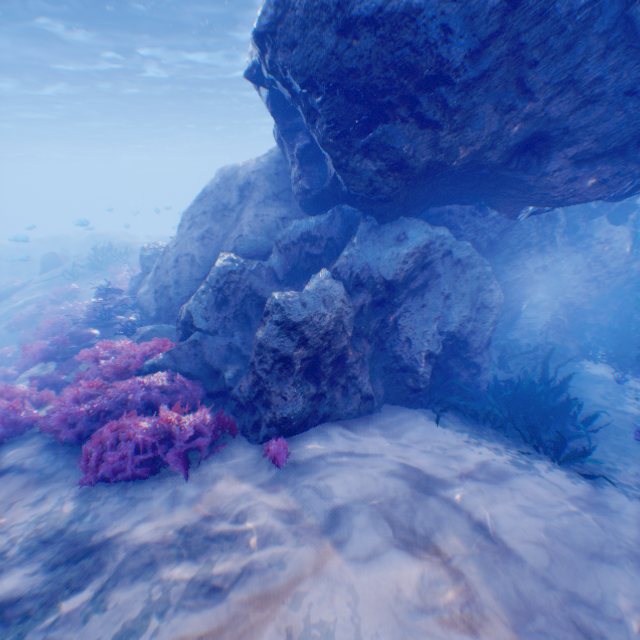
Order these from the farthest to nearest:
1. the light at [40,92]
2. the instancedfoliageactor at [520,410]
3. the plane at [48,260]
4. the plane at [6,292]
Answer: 1. the plane at [48,260]
2. the plane at [6,292]
3. the light at [40,92]
4. the instancedfoliageactor at [520,410]

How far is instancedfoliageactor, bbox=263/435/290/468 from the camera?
4.46m

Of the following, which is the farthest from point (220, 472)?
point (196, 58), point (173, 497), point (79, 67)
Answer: point (79, 67)

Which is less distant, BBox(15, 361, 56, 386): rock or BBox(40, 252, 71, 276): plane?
BBox(15, 361, 56, 386): rock

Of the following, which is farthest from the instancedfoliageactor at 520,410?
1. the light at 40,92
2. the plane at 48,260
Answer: the light at 40,92

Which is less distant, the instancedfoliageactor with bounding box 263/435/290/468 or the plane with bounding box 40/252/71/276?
the instancedfoliageactor with bounding box 263/435/290/468

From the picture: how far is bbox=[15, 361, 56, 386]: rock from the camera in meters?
8.6

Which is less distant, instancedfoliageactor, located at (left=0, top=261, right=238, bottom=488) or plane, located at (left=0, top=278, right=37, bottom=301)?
instancedfoliageactor, located at (left=0, top=261, right=238, bottom=488)
